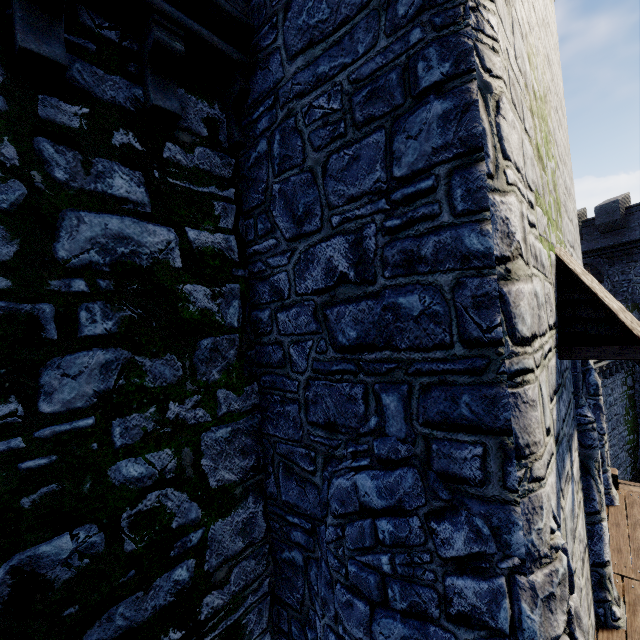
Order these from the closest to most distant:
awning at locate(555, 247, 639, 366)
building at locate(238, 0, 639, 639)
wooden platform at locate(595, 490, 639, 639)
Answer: building at locate(238, 0, 639, 639) → awning at locate(555, 247, 639, 366) → wooden platform at locate(595, 490, 639, 639)

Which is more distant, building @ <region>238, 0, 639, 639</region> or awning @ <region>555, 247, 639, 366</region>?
awning @ <region>555, 247, 639, 366</region>

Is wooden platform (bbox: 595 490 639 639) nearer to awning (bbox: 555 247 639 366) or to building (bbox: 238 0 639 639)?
building (bbox: 238 0 639 639)

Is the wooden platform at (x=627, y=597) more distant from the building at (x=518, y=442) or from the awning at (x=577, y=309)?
the awning at (x=577, y=309)

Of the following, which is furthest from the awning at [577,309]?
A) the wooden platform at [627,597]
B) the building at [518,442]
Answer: the wooden platform at [627,597]

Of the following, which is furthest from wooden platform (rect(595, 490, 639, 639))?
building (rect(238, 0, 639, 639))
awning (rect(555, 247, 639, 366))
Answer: awning (rect(555, 247, 639, 366))

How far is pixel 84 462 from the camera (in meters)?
2.78
